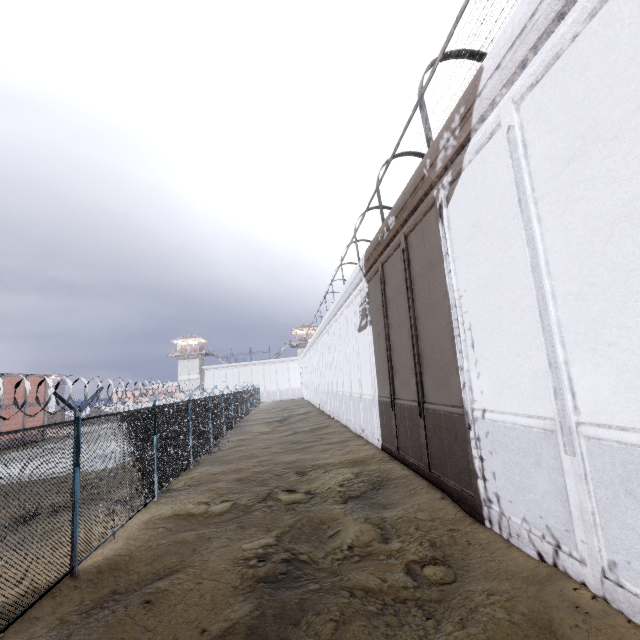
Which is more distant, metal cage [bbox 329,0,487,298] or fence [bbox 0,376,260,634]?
metal cage [bbox 329,0,487,298]

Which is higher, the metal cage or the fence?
the metal cage

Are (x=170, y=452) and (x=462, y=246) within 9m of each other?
Answer: no

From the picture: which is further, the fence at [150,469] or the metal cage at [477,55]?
the metal cage at [477,55]

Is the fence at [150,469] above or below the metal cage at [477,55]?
below
